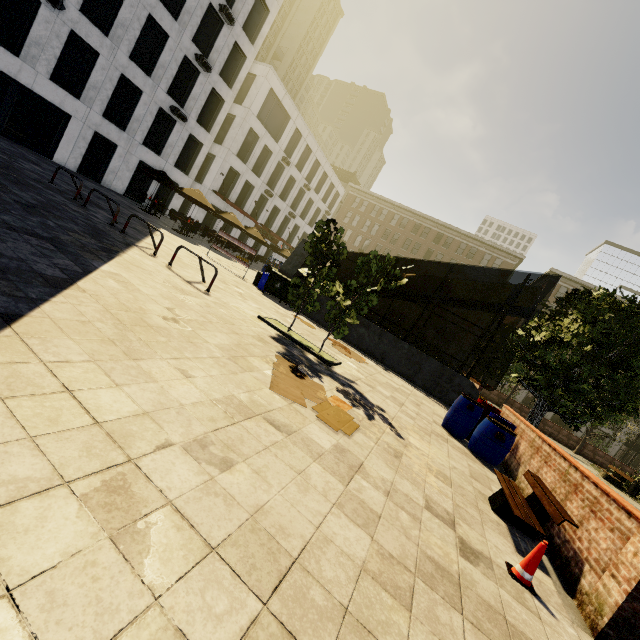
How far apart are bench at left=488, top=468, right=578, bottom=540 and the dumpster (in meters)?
10.37

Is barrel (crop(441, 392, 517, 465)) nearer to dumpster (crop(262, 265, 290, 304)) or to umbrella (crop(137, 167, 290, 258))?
dumpster (crop(262, 265, 290, 304))

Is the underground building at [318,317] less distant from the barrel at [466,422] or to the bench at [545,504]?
the barrel at [466,422]

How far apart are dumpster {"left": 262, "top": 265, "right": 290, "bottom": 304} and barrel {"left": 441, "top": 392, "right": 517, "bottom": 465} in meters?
8.2 m

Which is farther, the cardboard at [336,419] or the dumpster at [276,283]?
the dumpster at [276,283]

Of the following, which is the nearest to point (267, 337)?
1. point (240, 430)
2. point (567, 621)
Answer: point (240, 430)

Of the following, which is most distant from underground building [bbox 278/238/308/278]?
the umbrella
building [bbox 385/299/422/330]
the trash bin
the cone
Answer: building [bbox 385/299/422/330]

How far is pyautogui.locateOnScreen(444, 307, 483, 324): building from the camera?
49.0m
